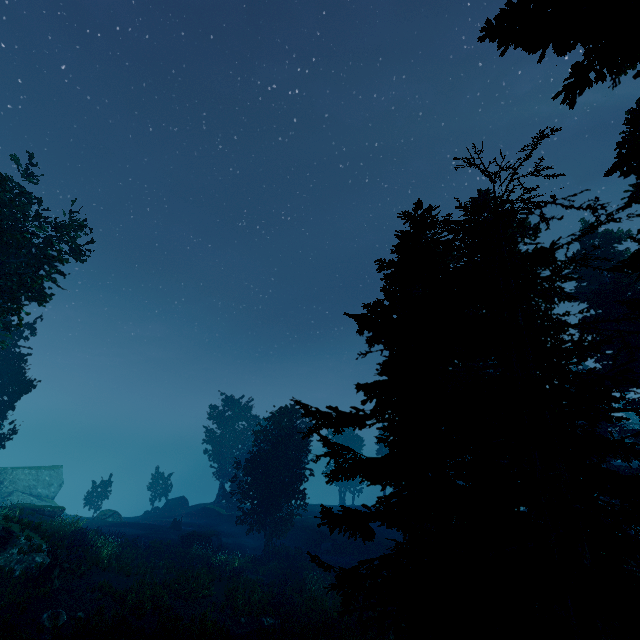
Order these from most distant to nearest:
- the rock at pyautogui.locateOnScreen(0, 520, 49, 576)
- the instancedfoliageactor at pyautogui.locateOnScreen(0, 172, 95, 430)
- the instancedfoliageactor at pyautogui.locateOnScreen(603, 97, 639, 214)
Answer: the instancedfoliageactor at pyautogui.locateOnScreen(0, 172, 95, 430)
the rock at pyautogui.locateOnScreen(0, 520, 49, 576)
the instancedfoliageactor at pyautogui.locateOnScreen(603, 97, 639, 214)

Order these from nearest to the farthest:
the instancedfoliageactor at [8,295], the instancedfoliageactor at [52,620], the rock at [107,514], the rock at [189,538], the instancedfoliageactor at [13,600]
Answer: the instancedfoliageactor at [52,620]
the instancedfoliageactor at [13,600]
the instancedfoliageactor at [8,295]
the rock at [189,538]
the rock at [107,514]

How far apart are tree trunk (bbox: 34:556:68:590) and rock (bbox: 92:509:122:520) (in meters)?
24.33

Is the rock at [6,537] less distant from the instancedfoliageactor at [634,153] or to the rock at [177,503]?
the instancedfoliageactor at [634,153]

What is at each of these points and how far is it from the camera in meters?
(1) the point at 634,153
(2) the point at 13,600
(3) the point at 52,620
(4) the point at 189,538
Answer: (1) instancedfoliageactor, 8.0
(2) instancedfoliageactor, 13.2
(3) instancedfoliageactor, 12.8
(4) rock, 28.2

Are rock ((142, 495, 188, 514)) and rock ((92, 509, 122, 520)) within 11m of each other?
yes

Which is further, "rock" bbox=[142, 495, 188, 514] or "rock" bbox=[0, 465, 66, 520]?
"rock" bbox=[142, 495, 188, 514]

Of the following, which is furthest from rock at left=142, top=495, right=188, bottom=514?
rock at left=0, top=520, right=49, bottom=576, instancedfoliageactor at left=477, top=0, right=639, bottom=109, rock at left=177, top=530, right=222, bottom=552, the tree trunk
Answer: the tree trunk
